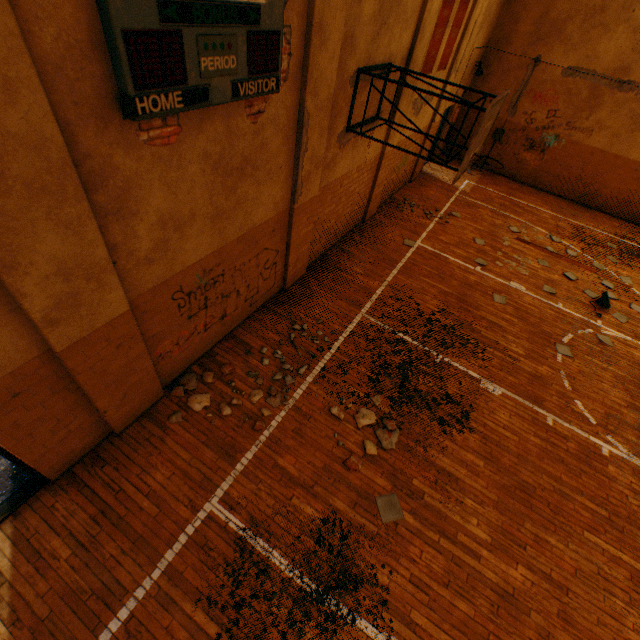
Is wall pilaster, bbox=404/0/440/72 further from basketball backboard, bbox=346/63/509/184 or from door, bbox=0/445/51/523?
door, bbox=0/445/51/523

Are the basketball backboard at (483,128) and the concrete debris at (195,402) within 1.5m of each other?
no

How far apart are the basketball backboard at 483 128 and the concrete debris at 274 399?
4.6 meters

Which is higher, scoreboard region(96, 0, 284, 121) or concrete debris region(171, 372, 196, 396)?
scoreboard region(96, 0, 284, 121)

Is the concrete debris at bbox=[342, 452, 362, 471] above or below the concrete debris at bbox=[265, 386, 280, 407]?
above

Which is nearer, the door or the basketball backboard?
the door

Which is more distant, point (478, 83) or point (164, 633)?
point (478, 83)

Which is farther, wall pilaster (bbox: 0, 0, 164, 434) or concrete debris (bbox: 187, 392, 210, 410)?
concrete debris (bbox: 187, 392, 210, 410)
